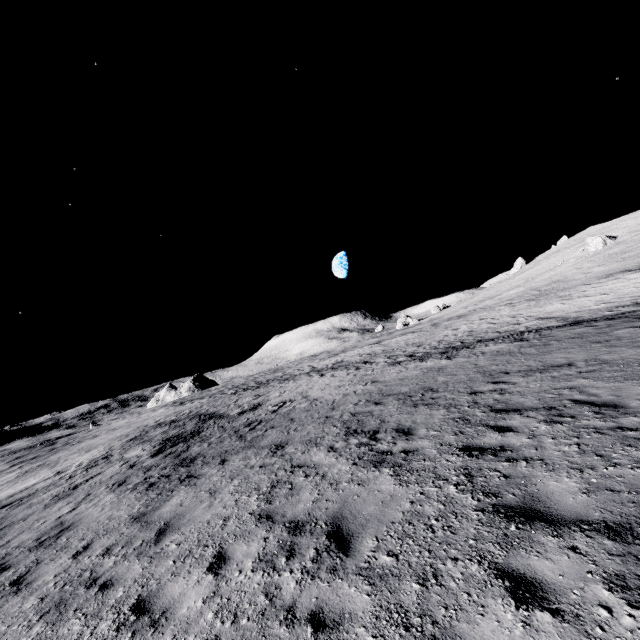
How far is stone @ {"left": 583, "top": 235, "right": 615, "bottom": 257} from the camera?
47.6m

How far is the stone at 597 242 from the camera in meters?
47.6 m

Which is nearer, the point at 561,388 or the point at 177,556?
the point at 177,556
